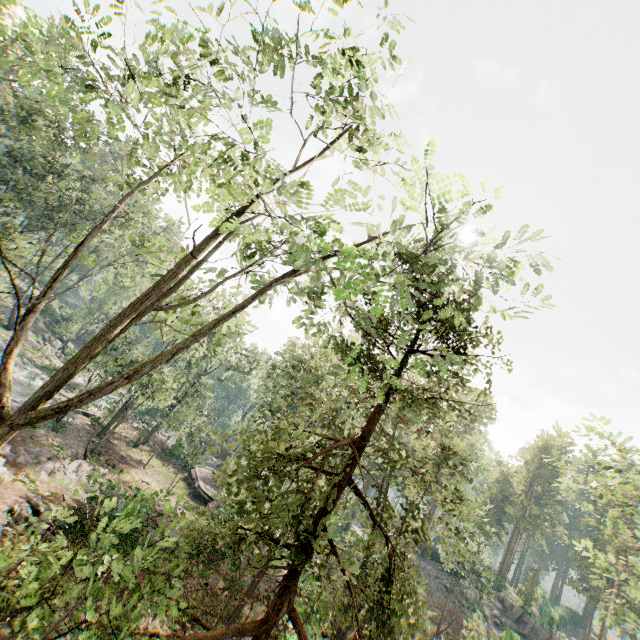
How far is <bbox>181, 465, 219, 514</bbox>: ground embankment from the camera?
31.2m

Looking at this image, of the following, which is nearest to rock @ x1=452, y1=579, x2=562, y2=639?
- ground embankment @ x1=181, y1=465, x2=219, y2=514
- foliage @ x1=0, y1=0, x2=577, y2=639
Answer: → foliage @ x1=0, y1=0, x2=577, y2=639

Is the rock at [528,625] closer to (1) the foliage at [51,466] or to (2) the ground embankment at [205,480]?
(1) the foliage at [51,466]

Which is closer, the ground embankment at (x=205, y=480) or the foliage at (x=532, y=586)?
the ground embankment at (x=205, y=480)

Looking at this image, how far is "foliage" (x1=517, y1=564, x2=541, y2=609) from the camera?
44.62m

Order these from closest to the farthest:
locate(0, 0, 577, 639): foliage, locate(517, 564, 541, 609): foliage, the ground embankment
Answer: locate(0, 0, 577, 639): foliage
the ground embankment
locate(517, 564, 541, 609): foliage

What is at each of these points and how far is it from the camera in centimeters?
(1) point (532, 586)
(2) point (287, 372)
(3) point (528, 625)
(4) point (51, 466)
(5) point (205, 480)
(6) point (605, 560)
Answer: (1) foliage, 4550cm
(2) foliage, 2275cm
(3) rock, 3888cm
(4) foliage, 2002cm
(5) ground embankment, 3553cm
(6) foliage, 4481cm
